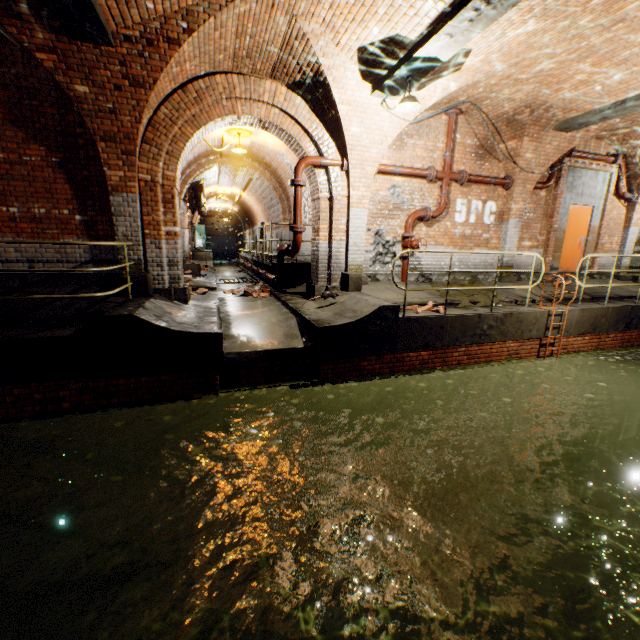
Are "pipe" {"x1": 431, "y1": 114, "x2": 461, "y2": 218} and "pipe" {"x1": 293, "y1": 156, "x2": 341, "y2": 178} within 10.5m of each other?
yes

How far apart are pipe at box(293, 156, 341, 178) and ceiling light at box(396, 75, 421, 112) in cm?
180

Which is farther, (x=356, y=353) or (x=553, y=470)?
(x=553, y=470)

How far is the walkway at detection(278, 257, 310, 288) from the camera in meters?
10.5

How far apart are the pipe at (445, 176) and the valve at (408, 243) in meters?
0.6

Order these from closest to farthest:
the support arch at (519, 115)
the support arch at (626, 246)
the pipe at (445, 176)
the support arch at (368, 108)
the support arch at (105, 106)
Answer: the support arch at (105, 106), the support arch at (368, 108), the support arch at (519, 115), the pipe at (445, 176), the support arch at (626, 246)

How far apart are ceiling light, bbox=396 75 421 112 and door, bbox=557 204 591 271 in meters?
7.3 m

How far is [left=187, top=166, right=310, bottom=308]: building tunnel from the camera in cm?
900
